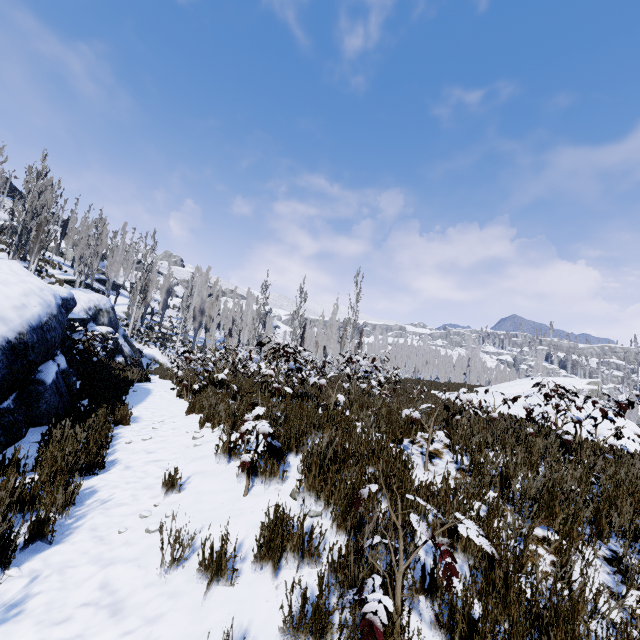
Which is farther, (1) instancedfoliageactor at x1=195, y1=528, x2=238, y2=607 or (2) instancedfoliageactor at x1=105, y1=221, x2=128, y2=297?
(2) instancedfoliageactor at x1=105, y1=221, x2=128, y2=297

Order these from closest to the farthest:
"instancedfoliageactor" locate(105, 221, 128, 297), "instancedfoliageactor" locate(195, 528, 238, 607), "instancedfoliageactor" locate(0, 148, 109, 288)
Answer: "instancedfoliageactor" locate(195, 528, 238, 607) < "instancedfoliageactor" locate(0, 148, 109, 288) < "instancedfoliageactor" locate(105, 221, 128, 297)

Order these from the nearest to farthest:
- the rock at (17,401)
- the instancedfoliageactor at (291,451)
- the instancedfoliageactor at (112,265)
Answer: the instancedfoliageactor at (291,451) → the rock at (17,401) → the instancedfoliageactor at (112,265)

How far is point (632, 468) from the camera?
4.9 meters

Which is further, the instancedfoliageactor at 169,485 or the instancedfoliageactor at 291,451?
the instancedfoliageactor at 169,485

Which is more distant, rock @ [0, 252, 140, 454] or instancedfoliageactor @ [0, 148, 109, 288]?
instancedfoliageactor @ [0, 148, 109, 288]

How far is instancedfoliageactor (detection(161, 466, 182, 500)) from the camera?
3.7 meters
